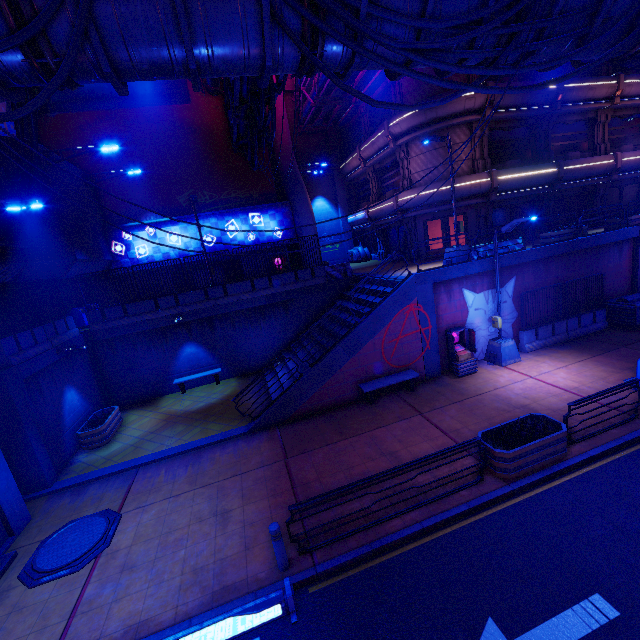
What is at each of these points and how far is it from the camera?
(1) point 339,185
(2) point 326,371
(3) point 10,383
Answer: (1) column, 30.5m
(2) beam, 12.7m
(3) pillar, 10.2m

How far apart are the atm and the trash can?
18.4 meters

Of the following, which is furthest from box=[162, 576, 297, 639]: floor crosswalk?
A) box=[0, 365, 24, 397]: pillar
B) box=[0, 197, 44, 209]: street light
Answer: box=[0, 197, 44, 209]: street light

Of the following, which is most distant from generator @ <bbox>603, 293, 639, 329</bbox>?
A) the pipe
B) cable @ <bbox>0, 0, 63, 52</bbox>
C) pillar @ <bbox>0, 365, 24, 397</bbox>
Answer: pillar @ <bbox>0, 365, 24, 397</bbox>

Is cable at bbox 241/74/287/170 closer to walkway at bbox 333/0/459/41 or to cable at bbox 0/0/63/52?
walkway at bbox 333/0/459/41

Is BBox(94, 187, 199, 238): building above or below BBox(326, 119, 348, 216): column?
below

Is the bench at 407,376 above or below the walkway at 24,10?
below

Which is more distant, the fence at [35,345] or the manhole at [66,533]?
the fence at [35,345]
